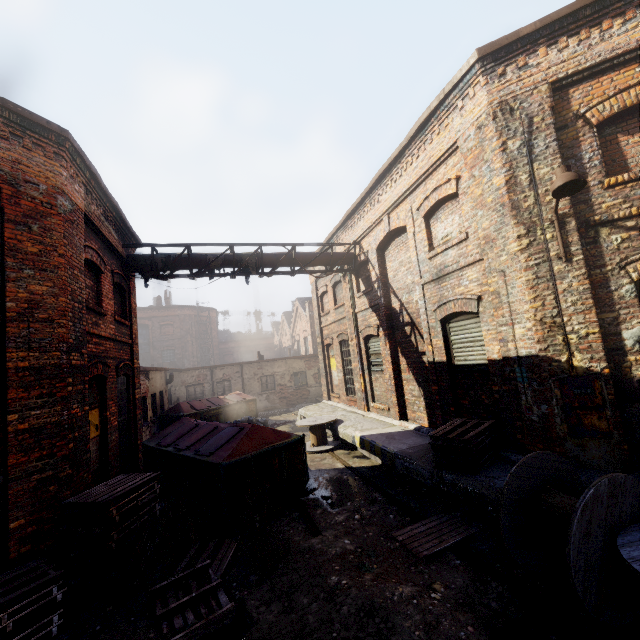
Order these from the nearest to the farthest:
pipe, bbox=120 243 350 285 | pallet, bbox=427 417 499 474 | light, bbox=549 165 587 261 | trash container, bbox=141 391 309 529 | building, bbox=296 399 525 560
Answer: light, bbox=549 165 587 261 < building, bbox=296 399 525 560 < pallet, bbox=427 417 499 474 < trash container, bbox=141 391 309 529 < pipe, bbox=120 243 350 285

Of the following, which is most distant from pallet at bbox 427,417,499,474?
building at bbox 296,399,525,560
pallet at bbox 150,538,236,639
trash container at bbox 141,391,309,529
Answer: pallet at bbox 150,538,236,639

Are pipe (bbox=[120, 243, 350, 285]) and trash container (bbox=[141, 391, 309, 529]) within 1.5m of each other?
no

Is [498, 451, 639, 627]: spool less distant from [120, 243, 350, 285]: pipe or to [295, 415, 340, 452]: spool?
[295, 415, 340, 452]: spool

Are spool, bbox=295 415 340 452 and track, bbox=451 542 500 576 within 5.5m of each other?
no

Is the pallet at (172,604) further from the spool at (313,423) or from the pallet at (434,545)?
the spool at (313,423)

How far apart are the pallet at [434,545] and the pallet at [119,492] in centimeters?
417cm

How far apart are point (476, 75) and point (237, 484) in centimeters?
923cm
